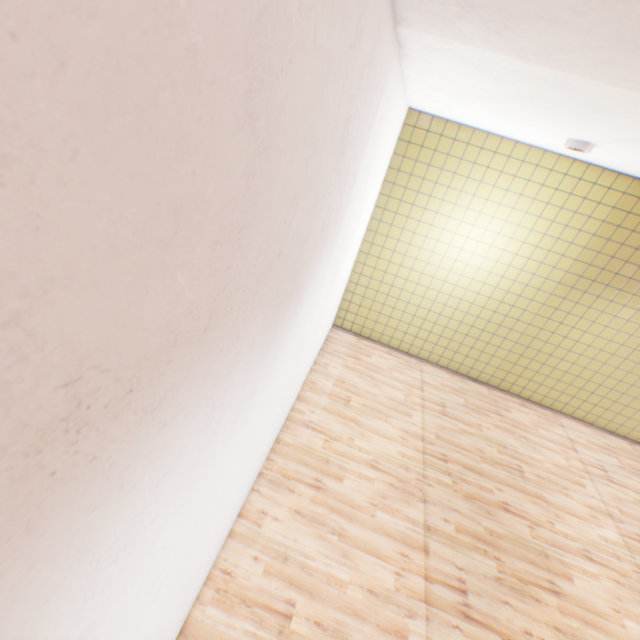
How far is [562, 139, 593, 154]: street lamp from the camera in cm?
362

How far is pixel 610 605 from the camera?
3.79m

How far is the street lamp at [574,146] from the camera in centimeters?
362cm
